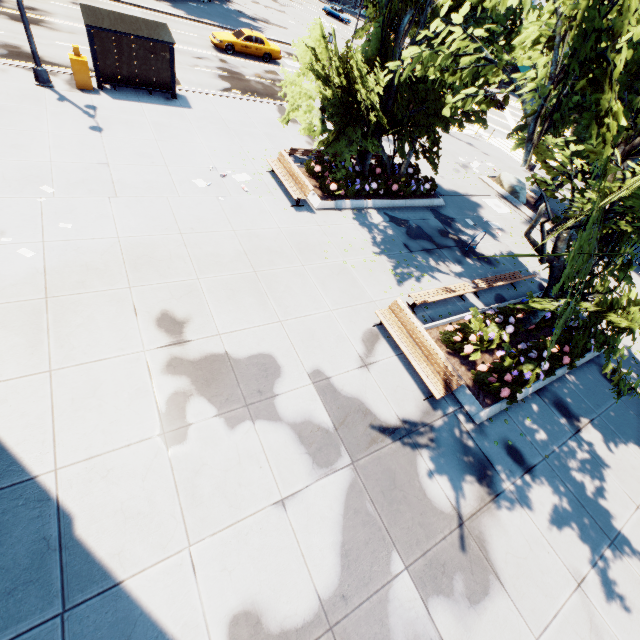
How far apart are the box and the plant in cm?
1928

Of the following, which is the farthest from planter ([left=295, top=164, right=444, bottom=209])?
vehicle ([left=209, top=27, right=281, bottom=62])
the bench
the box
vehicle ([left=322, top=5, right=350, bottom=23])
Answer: vehicle ([left=322, top=5, right=350, bottom=23])

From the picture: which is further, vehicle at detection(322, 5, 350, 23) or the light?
vehicle at detection(322, 5, 350, 23)

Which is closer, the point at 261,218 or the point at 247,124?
the point at 261,218

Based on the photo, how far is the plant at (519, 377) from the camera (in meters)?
8.81

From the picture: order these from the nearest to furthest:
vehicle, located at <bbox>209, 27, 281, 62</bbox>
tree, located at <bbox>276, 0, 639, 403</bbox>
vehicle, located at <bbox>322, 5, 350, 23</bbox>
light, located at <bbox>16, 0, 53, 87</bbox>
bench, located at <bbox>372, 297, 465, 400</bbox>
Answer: tree, located at <bbox>276, 0, 639, 403</bbox> → bench, located at <bbox>372, 297, 465, 400</bbox> → light, located at <bbox>16, 0, 53, 87</bbox> → vehicle, located at <bbox>209, 27, 281, 62</bbox> → vehicle, located at <bbox>322, 5, 350, 23</bbox>

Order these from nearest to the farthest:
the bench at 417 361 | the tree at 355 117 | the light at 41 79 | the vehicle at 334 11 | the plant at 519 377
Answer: the tree at 355 117
the bench at 417 361
the plant at 519 377
the light at 41 79
the vehicle at 334 11

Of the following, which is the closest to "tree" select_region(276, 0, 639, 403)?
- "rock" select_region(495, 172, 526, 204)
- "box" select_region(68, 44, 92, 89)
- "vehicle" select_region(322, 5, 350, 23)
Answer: "rock" select_region(495, 172, 526, 204)
